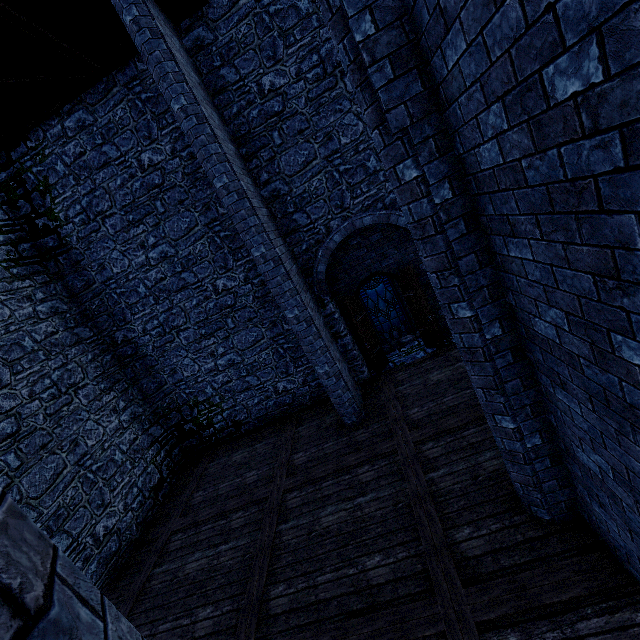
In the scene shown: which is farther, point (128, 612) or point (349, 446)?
point (349, 446)

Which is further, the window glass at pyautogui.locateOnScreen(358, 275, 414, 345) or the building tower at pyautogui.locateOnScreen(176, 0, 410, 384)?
the window glass at pyautogui.locateOnScreen(358, 275, 414, 345)

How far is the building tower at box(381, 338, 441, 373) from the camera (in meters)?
9.49

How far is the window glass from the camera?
11.6 meters

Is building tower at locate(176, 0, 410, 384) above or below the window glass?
above

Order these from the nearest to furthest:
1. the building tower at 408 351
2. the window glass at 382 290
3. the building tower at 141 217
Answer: the building tower at 141 217 → the building tower at 408 351 → the window glass at 382 290

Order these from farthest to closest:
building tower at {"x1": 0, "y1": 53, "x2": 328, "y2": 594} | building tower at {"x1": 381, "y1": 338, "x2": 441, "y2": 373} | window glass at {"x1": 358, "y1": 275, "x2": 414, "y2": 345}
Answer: window glass at {"x1": 358, "y1": 275, "x2": 414, "y2": 345} < building tower at {"x1": 381, "y1": 338, "x2": 441, "y2": 373} < building tower at {"x1": 0, "y1": 53, "x2": 328, "y2": 594}

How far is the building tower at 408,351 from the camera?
9.5 meters
